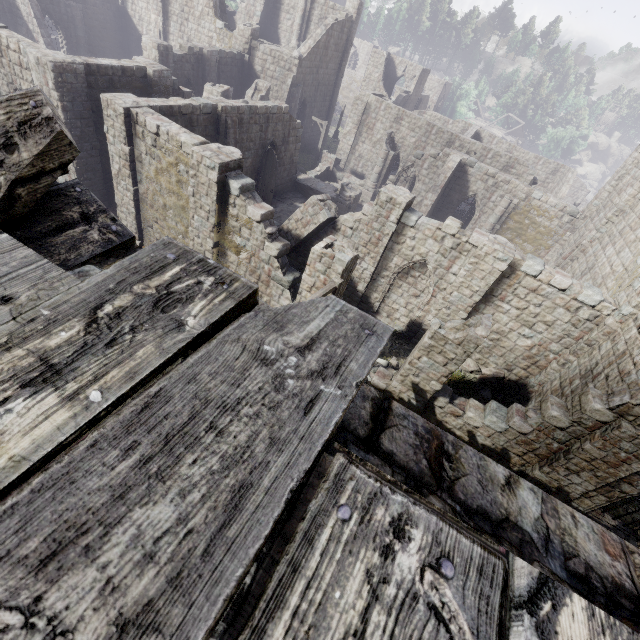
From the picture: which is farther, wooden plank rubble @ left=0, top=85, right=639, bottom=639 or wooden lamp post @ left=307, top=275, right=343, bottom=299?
wooden lamp post @ left=307, top=275, right=343, bottom=299

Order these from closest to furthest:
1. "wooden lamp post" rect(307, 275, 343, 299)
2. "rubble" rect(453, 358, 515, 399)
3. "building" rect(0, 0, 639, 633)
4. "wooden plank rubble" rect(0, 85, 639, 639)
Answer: "wooden plank rubble" rect(0, 85, 639, 639)
"building" rect(0, 0, 639, 633)
"wooden lamp post" rect(307, 275, 343, 299)
"rubble" rect(453, 358, 515, 399)

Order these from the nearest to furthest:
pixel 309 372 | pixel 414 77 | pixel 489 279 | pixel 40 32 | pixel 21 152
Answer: pixel 309 372
pixel 21 152
pixel 489 279
pixel 40 32
pixel 414 77

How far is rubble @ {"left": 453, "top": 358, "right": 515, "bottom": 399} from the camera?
14.91m

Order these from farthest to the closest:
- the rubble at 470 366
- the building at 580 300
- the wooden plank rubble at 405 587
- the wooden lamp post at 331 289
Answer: the rubble at 470 366, the wooden lamp post at 331 289, the building at 580 300, the wooden plank rubble at 405 587

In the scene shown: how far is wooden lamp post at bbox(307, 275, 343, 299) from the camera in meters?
8.9 m

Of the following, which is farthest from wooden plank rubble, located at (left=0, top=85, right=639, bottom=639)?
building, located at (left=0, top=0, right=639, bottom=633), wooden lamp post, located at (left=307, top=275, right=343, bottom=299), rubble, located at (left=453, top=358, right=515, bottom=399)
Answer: rubble, located at (left=453, top=358, right=515, bottom=399)

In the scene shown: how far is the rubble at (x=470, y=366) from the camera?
14.91m
